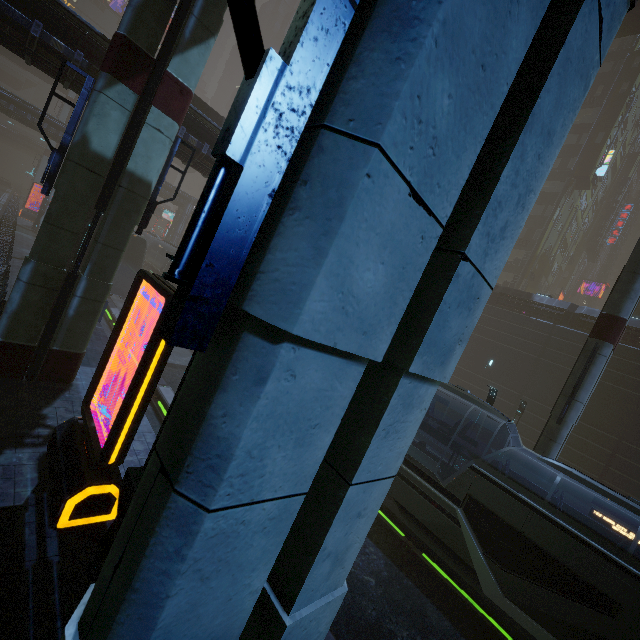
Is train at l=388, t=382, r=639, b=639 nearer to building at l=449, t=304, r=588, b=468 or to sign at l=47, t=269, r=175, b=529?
building at l=449, t=304, r=588, b=468

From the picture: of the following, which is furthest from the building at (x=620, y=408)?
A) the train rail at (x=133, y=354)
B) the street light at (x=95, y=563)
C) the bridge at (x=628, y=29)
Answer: the bridge at (x=628, y=29)

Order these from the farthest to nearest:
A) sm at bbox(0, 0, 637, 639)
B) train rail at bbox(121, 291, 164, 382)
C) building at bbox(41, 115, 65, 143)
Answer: → building at bbox(41, 115, 65, 143) < train rail at bbox(121, 291, 164, 382) < sm at bbox(0, 0, 637, 639)

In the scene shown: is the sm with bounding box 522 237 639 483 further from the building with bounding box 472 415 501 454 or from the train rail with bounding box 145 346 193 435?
the train rail with bounding box 145 346 193 435

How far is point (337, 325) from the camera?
1.6m

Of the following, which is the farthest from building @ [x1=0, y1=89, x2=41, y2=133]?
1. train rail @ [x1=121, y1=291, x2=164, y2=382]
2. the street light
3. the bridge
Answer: the bridge

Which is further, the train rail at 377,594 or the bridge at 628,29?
the bridge at 628,29
